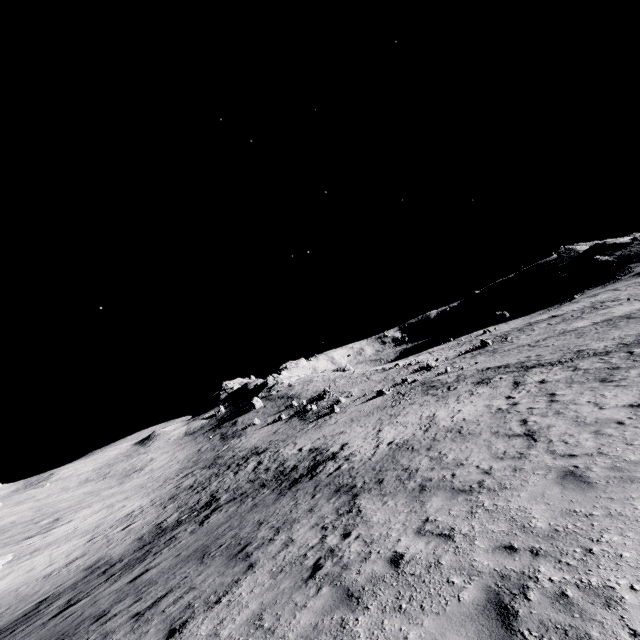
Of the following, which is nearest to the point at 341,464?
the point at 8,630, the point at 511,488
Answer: the point at 511,488
